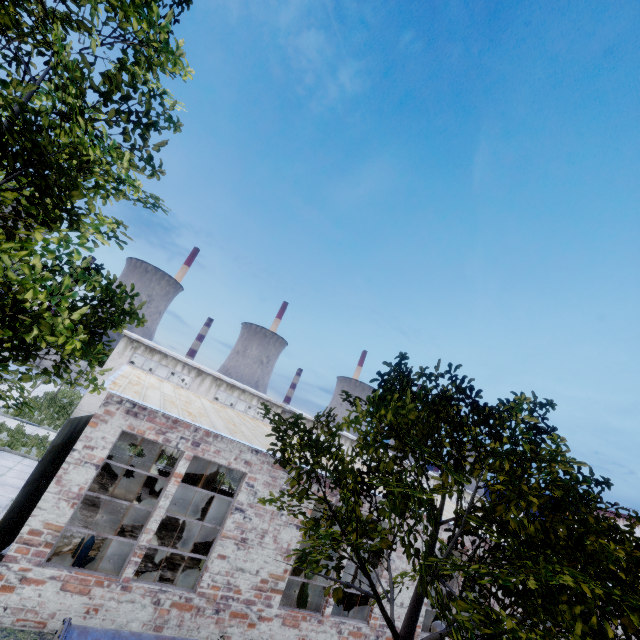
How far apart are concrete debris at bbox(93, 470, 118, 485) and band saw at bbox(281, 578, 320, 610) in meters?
10.9 m

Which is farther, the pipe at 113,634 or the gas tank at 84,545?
the gas tank at 84,545

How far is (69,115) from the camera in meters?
5.2 m

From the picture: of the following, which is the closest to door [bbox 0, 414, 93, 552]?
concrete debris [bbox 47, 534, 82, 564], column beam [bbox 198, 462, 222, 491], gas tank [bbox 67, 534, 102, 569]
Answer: concrete debris [bbox 47, 534, 82, 564]

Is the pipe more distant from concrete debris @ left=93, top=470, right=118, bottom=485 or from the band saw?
concrete debris @ left=93, top=470, right=118, bottom=485

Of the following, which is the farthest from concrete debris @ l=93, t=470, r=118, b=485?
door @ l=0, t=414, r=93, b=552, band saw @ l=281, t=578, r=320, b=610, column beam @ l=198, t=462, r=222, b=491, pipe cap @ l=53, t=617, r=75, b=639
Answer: pipe cap @ l=53, t=617, r=75, b=639

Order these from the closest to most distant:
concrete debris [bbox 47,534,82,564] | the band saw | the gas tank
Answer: the gas tank
concrete debris [bbox 47,534,82,564]
the band saw

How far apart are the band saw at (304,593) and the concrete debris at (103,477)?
10.88m
